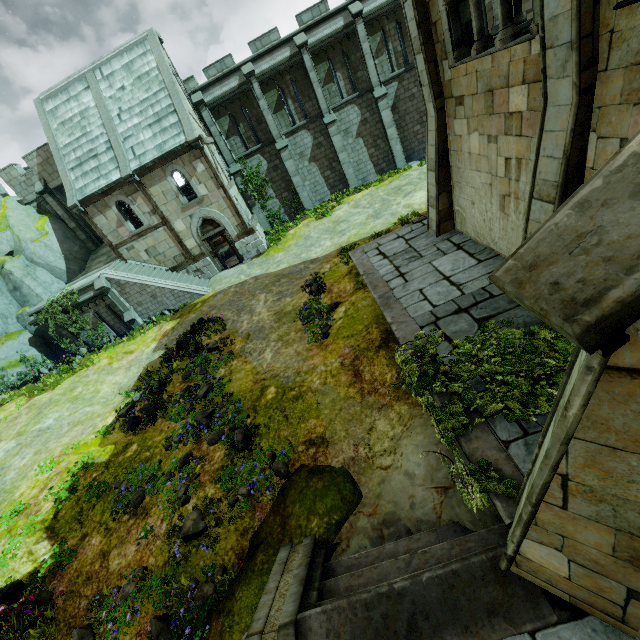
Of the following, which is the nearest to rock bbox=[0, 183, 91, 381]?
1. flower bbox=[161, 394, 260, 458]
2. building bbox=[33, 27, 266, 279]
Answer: building bbox=[33, 27, 266, 279]

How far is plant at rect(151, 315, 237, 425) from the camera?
10.7m

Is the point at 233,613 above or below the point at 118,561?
above

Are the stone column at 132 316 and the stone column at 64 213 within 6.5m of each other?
no

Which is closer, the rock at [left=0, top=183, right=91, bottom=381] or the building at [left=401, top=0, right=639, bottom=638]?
the building at [left=401, top=0, right=639, bottom=638]

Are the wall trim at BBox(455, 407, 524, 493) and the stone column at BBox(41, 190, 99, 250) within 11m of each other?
no

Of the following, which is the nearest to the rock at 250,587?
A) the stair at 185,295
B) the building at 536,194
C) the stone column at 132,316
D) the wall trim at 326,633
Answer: the wall trim at 326,633

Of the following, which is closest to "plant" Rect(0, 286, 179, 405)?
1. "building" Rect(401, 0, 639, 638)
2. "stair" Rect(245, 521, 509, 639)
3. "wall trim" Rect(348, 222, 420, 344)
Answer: "wall trim" Rect(348, 222, 420, 344)
